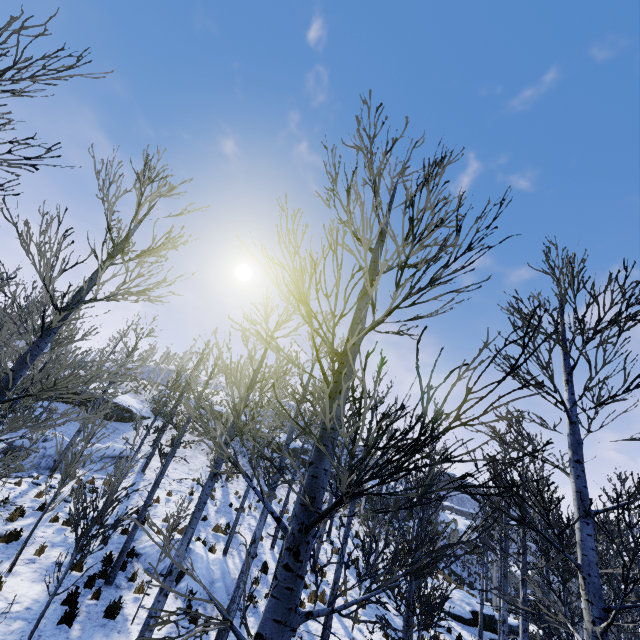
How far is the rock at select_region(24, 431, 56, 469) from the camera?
16.1m

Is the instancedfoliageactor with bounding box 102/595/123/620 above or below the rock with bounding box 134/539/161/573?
below

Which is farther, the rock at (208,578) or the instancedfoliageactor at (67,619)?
the rock at (208,578)

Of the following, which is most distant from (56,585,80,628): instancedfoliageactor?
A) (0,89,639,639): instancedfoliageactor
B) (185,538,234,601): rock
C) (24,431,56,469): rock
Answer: (0,89,639,639): instancedfoliageactor

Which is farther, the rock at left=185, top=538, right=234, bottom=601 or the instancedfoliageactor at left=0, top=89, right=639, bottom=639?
the rock at left=185, top=538, right=234, bottom=601

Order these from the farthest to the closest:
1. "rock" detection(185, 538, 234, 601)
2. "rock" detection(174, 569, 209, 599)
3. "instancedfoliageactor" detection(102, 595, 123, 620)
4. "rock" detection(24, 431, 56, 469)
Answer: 1. "rock" detection(24, 431, 56, 469)
2. "rock" detection(185, 538, 234, 601)
3. "rock" detection(174, 569, 209, 599)
4. "instancedfoliageactor" detection(102, 595, 123, 620)

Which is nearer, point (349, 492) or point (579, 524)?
point (349, 492)

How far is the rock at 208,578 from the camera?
10.47m
